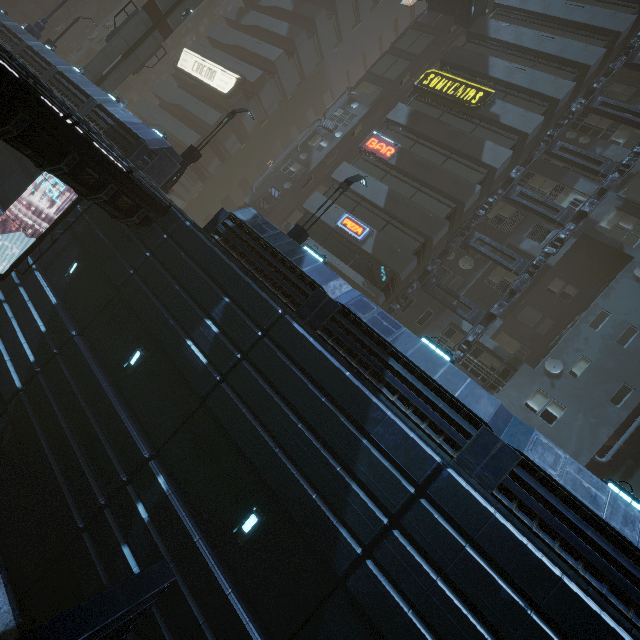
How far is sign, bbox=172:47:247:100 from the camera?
31.8m

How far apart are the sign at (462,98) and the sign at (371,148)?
4.3m

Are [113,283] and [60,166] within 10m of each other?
yes

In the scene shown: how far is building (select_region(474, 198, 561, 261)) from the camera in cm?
2073

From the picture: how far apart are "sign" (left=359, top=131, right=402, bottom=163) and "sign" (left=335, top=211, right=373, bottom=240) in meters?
4.4

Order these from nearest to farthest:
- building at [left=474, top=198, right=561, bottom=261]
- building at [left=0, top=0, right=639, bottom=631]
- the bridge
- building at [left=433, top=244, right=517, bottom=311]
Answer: building at [left=0, top=0, right=639, bottom=631] < building at [left=474, top=198, right=561, bottom=261] < building at [left=433, top=244, right=517, bottom=311] < the bridge

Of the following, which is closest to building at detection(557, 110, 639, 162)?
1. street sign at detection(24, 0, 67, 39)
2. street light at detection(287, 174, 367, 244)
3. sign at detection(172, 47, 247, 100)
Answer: sign at detection(172, 47, 247, 100)

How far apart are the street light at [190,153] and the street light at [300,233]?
8.2 meters
